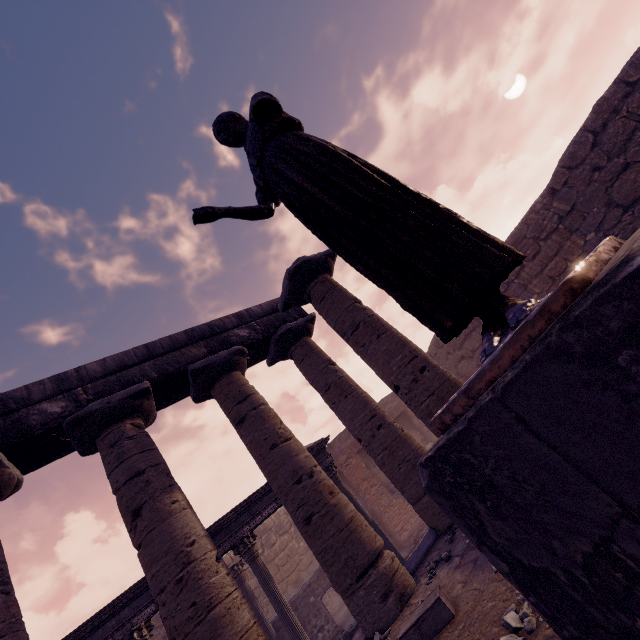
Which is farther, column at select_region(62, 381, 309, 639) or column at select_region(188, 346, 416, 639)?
column at select_region(188, 346, 416, 639)

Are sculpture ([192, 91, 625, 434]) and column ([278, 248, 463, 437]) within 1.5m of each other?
no

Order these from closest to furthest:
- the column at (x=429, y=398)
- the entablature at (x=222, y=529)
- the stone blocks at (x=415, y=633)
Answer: the stone blocks at (x=415, y=633) → the column at (x=429, y=398) → the entablature at (x=222, y=529)

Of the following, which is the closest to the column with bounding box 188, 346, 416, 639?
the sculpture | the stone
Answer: the stone

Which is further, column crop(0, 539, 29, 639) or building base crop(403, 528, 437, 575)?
building base crop(403, 528, 437, 575)

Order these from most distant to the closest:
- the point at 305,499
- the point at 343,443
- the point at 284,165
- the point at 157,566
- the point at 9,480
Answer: the point at 343,443 → the point at 305,499 → the point at 9,480 → the point at 157,566 → the point at 284,165

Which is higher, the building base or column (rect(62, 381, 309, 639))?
column (rect(62, 381, 309, 639))

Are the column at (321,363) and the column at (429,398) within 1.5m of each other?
yes
